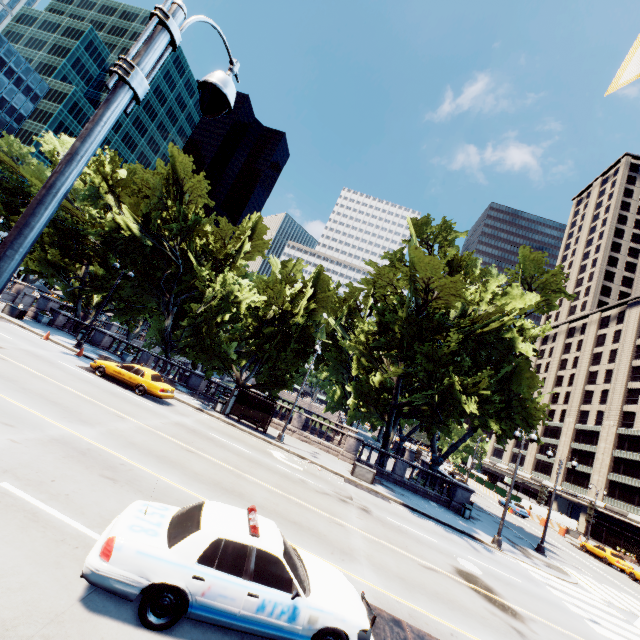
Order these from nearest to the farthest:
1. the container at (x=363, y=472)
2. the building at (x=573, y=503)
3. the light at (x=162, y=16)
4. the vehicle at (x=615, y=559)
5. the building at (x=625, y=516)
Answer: the light at (x=162, y=16)
the container at (x=363, y=472)
the vehicle at (x=615, y=559)
the building at (x=625, y=516)
the building at (x=573, y=503)

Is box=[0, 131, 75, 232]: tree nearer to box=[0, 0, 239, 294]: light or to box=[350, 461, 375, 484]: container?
box=[350, 461, 375, 484]: container

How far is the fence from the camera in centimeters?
5105cm

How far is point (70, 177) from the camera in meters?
2.7

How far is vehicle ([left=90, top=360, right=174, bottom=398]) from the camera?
19.27m

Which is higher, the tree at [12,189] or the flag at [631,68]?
the tree at [12,189]

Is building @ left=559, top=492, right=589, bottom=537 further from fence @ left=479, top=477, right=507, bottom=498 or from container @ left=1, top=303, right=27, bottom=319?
container @ left=1, top=303, right=27, bottom=319

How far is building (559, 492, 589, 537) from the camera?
52.9 meters
